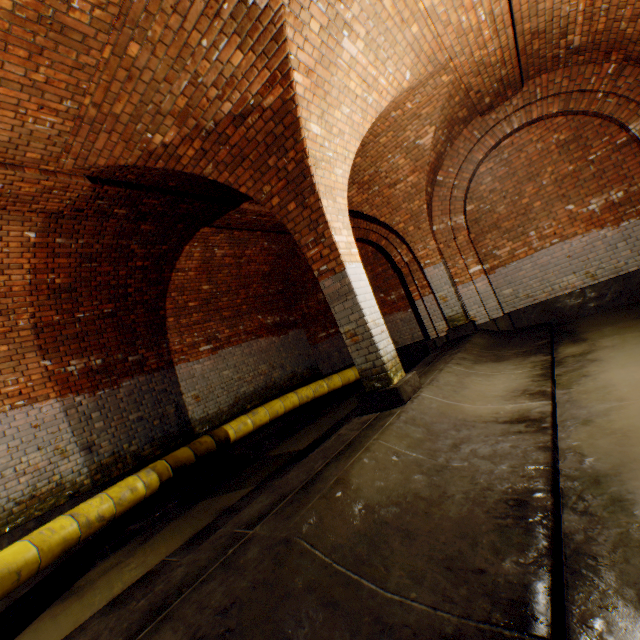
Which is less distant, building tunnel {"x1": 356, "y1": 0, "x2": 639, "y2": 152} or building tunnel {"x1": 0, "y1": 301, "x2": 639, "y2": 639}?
building tunnel {"x1": 0, "y1": 301, "x2": 639, "y2": 639}

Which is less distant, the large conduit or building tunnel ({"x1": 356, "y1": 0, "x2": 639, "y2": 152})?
the large conduit

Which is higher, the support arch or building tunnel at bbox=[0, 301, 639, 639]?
the support arch

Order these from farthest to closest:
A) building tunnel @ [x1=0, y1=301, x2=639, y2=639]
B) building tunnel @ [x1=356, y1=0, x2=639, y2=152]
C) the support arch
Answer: building tunnel @ [x1=356, y1=0, x2=639, y2=152]
the support arch
building tunnel @ [x1=0, y1=301, x2=639, y2=639]

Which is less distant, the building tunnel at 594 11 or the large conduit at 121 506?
the large conduit at 121 506

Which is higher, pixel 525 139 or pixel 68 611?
pixel 525 139

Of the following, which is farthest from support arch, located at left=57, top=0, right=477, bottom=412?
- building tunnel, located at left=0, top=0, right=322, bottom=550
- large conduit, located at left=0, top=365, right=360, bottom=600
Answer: large conduit, located at left=0, top=365, right=360, bottom=600

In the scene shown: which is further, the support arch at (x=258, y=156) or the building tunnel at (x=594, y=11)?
the building tunnel at (x=594, y=11)
